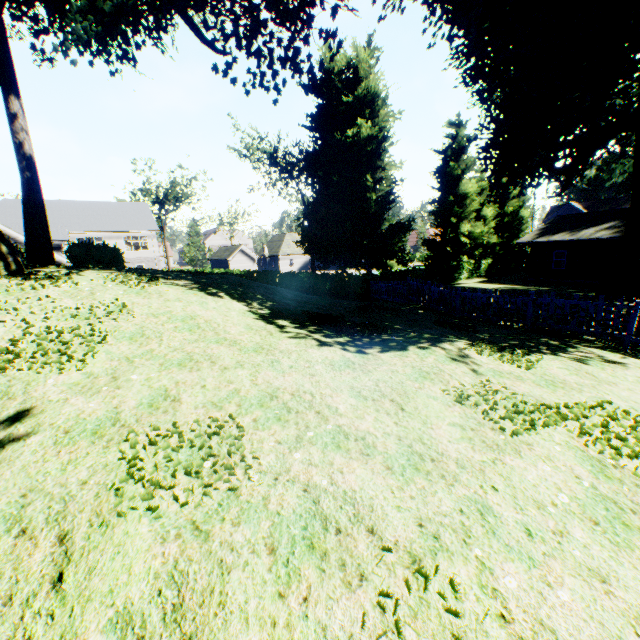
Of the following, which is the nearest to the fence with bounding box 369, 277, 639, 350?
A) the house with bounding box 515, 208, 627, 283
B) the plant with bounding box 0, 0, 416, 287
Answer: the plant with bounding box 0, 0, 416, 287

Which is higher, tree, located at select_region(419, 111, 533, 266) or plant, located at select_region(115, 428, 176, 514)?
tree, located at select_region(419, 111, 533, 266)

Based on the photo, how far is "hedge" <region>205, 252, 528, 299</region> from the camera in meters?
25.9 m

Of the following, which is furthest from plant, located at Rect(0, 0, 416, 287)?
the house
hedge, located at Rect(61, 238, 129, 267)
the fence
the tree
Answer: the house

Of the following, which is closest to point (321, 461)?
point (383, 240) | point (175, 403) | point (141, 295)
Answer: point (175, 403)

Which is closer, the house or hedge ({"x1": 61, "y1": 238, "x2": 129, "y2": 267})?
hedge ({"x1": 61, "y1": 238, "x2": 129, "y2": 267})

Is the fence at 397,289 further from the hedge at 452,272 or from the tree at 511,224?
the tree at 511,224

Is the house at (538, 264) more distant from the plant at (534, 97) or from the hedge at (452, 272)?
the hedge at (452, 272)
